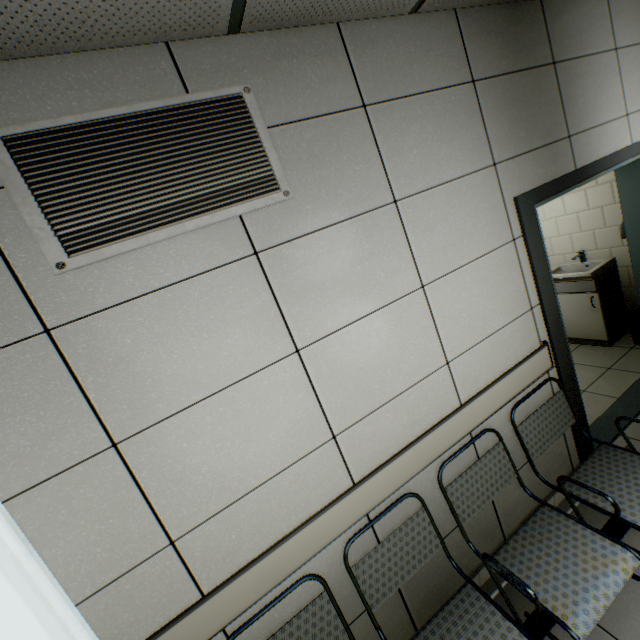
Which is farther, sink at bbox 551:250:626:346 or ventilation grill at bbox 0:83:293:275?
sink at bbox 551:250:626:346

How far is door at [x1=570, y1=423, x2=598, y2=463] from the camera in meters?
2.4 m

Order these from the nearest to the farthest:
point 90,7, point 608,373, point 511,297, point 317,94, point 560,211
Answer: point 90,7 < point 317,94 < point 511,297 < point 608,373 < point 560,211

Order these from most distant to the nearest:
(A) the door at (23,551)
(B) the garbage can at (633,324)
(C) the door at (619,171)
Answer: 1. (B) the garbage can at (633,324)
2. (C) the door at (619,171)
3. (A) the door at (23,551)

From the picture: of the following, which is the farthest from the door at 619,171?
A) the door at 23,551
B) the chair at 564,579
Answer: the door at 23,551

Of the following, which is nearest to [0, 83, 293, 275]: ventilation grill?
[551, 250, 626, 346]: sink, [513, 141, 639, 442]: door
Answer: [513, 141, 639, 442]: door

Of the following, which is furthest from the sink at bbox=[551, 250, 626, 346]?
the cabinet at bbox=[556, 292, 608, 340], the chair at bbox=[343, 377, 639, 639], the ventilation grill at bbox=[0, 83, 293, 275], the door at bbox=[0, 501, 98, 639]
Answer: the door at bbox=[0, 501, 98, 639]

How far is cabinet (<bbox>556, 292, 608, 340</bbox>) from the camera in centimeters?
375cm
